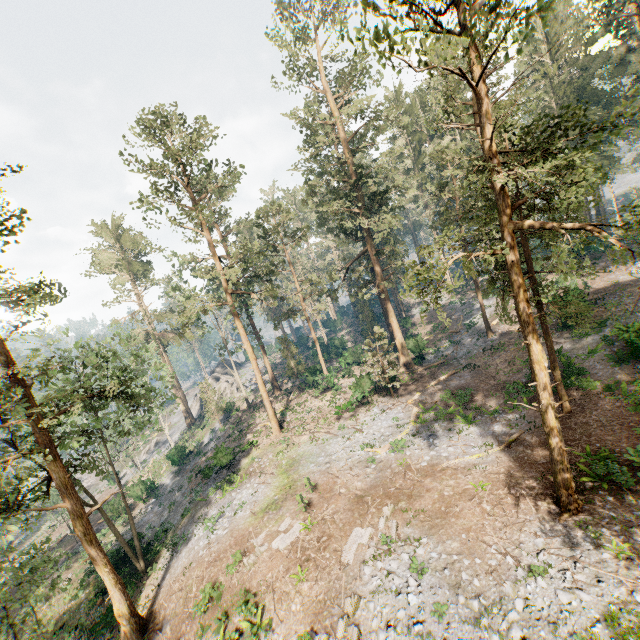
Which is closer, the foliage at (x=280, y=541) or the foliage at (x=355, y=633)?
the foliage at (x=355, y=633)

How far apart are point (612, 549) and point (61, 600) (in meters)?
38.31

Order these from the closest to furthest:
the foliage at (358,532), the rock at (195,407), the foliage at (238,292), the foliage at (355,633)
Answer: the foliage at (355,633), the foliage at (358,532), the foliage at (238,292), the rock at (195,407)

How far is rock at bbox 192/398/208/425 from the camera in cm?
5088

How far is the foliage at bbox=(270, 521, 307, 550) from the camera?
17.3m

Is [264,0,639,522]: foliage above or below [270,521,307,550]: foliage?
above
